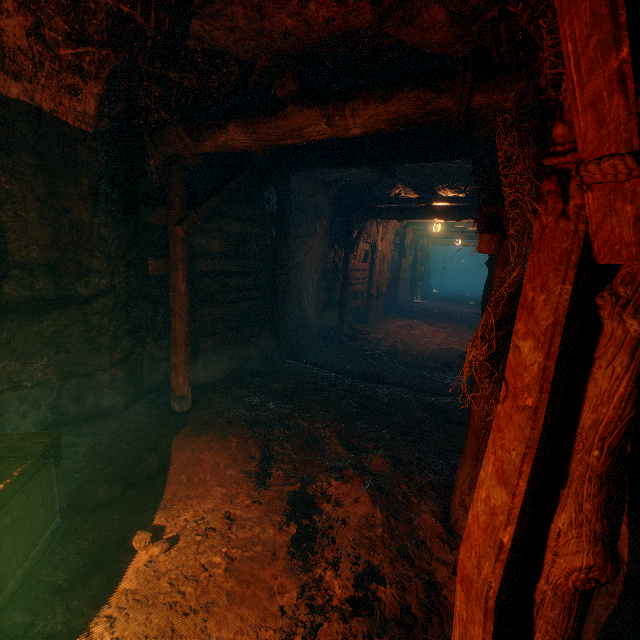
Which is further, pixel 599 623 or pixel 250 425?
pixel 250 425

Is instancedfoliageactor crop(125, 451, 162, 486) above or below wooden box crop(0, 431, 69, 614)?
below

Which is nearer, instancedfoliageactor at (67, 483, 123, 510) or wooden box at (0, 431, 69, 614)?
wooden box at (0, 431, 69, 614)

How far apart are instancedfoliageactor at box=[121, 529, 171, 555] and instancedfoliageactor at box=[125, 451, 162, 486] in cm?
55

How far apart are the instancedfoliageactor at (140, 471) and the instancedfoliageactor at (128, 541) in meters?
0.5 m

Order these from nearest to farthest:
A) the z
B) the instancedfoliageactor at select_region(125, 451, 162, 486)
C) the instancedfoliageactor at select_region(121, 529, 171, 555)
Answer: the z
the instancedfoliageactor at select_region(121, 529, 171, 555)
the instancedfoliageactor at select_region(125, 451, 162, 486)

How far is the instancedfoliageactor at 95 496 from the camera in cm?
316

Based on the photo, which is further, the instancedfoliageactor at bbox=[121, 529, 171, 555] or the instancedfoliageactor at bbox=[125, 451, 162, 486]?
the instancedfoliageactor at bbox=[125, 451, 162, 486]
